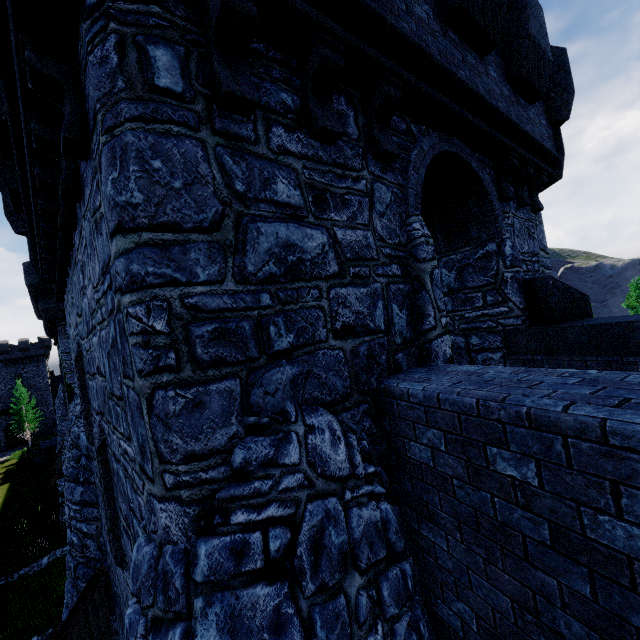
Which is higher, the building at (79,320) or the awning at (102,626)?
the building at (79,320)

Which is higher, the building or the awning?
the building

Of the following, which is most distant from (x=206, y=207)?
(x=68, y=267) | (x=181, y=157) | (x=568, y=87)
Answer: (x=568, y=87)

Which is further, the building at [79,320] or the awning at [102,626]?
the awning at [102,626]

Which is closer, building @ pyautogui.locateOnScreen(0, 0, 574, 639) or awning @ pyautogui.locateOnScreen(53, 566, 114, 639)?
building @ pyautogui.locateOnScreen(0, 0, 574, 639)
